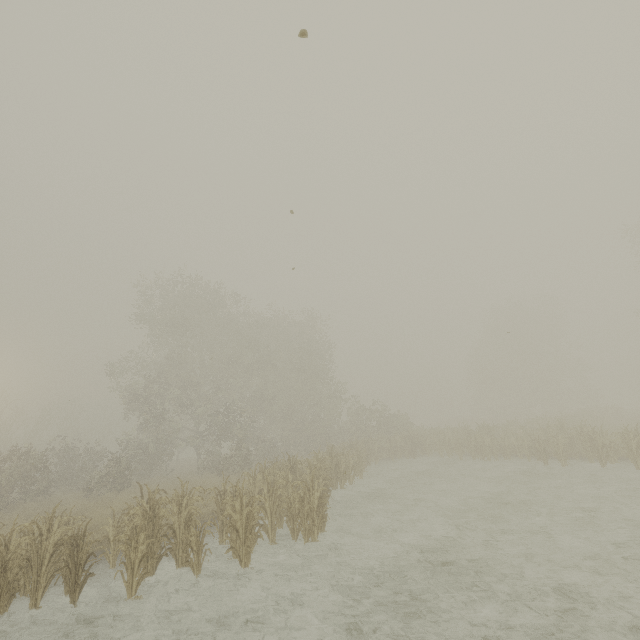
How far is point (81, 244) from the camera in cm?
713
